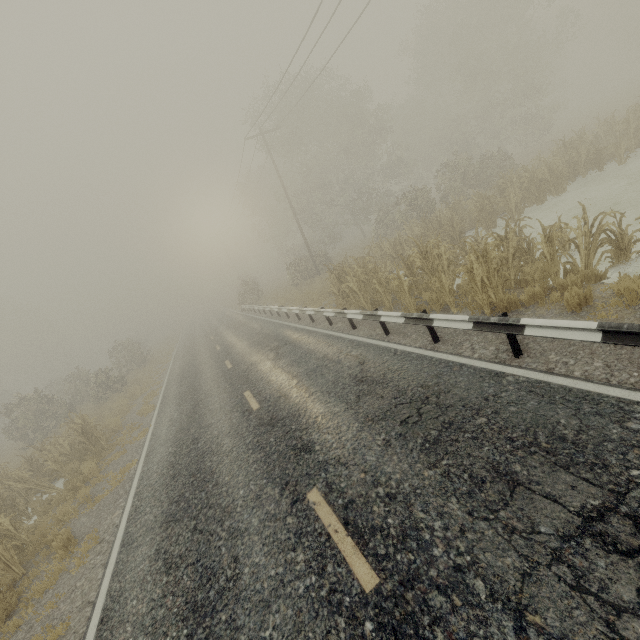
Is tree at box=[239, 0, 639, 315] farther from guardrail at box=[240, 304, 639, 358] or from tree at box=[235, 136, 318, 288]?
tree at box=[235, 136, 318, 288]

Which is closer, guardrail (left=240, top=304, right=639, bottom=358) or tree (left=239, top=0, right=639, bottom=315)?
guardrail (left=240, top=304, right=639, bottom=358)

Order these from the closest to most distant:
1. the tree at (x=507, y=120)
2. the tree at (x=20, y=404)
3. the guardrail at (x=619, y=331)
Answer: the guardrail at (x=619, y=331) < the tree at (x=507, y=120) < the tree at (x=20, y=404)

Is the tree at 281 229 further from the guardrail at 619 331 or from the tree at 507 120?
the tree at 507 120

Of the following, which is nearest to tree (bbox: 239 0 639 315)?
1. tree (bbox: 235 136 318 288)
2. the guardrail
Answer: the guardrail

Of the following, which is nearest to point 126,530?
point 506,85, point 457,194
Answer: point 457,194

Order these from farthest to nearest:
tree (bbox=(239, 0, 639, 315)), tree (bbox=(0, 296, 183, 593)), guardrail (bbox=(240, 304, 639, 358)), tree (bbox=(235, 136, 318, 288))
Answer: tree (bbox=(235, 136, 318, 288))
tree (bbox=(0, 296, 183, 593))
tree (bbox=(239, 0, 639, 315))
guardrail (bbox=(240, 304, 639, 358))
